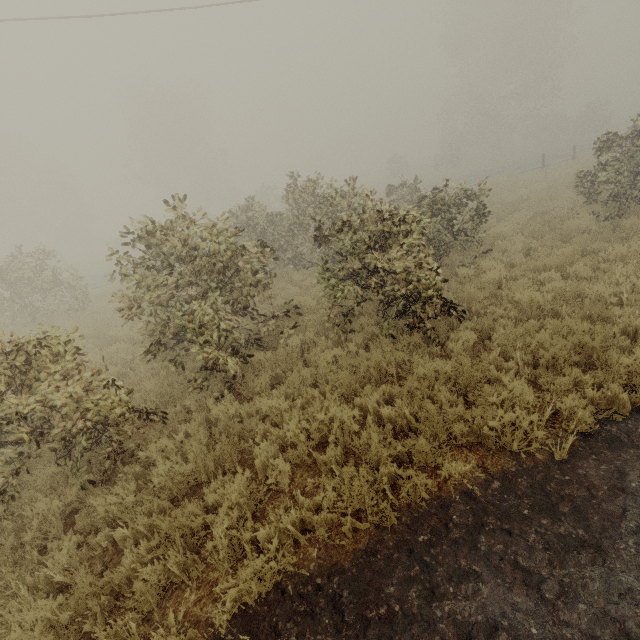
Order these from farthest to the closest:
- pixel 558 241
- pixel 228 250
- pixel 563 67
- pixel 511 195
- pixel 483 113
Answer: pixel 483 113
pixel 563 67
pixel 511 195
pixel 558 241
pixel 228 250
